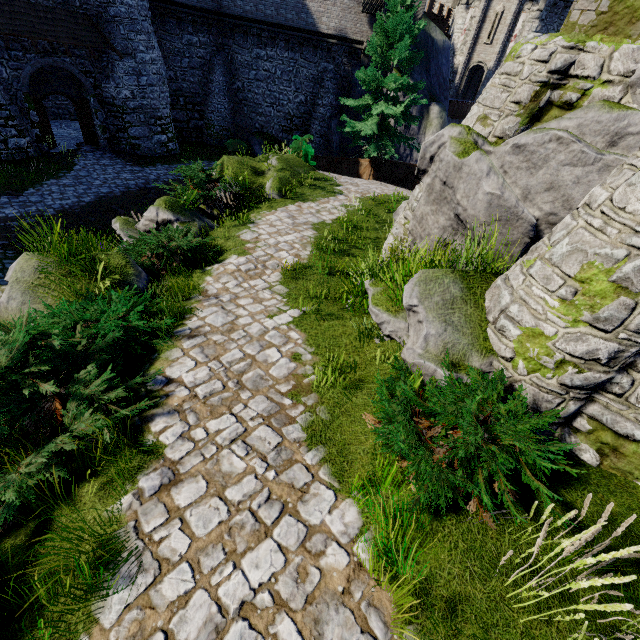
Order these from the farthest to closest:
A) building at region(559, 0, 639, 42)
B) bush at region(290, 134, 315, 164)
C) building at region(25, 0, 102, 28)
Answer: bush at region(290, 134, 315, 164), building at region(25, 0, 102, 28), building at region(559, 0, 639, 42)

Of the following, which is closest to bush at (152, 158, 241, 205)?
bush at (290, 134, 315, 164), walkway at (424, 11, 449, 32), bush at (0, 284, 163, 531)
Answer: bush at (0, 284, 163, 531)

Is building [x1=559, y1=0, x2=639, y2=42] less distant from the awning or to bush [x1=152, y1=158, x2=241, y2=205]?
bush [x1=152, y1=158, x2=241, y2=205]

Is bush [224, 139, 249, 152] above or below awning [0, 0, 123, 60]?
below

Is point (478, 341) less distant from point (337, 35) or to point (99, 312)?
point (99, 312)

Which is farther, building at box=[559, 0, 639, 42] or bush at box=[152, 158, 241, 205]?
bush at box=[152, 158, 241, 205]

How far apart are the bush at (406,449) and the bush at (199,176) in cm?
869

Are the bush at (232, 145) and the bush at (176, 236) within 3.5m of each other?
no
